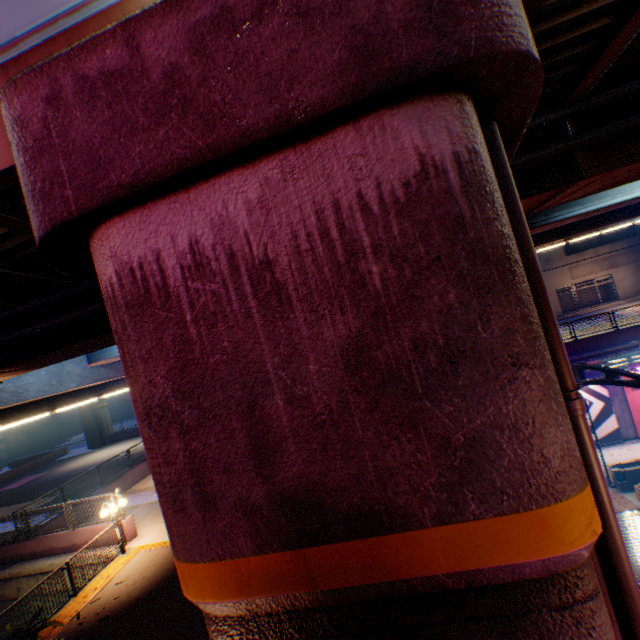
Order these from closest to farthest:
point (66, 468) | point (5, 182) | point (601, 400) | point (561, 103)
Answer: point (5, 182), point (561, 103), point (601, 400), point (66, 468)

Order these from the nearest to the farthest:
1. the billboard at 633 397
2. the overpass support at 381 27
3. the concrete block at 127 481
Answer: the overpass support at 381 27, the concrete block at 127 481, the billboard at 633 397

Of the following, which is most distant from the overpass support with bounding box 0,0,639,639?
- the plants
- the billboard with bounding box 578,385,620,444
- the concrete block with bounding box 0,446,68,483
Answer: the billboard with bounding box 578,385,620,444

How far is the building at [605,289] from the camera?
39.5m

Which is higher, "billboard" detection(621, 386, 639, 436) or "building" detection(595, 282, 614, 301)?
"building" detection(595, 282, 614, 301)

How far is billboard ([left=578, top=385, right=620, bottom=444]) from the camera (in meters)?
20.80

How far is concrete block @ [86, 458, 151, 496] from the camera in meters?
18.7 m

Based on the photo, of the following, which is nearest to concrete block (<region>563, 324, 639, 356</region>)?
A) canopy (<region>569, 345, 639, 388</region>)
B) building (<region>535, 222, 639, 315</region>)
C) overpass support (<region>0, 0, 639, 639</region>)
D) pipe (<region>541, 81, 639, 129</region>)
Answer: canopy (<region>569, 345, 639, 388</region>)
